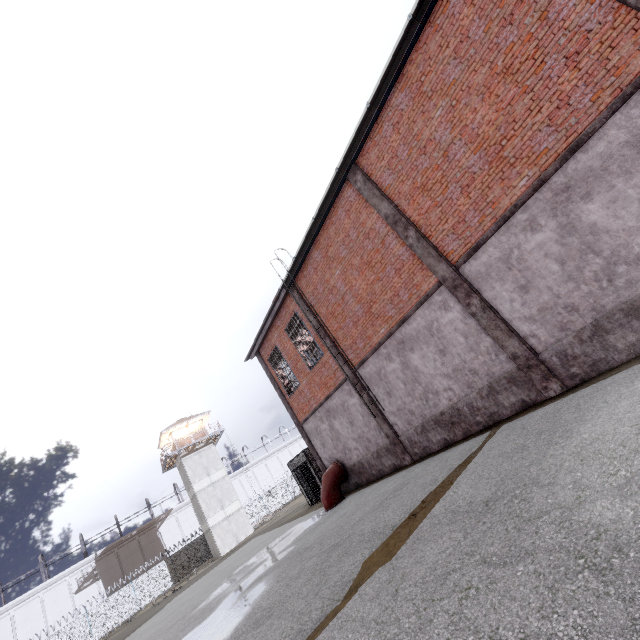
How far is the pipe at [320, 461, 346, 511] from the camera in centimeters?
1411cm

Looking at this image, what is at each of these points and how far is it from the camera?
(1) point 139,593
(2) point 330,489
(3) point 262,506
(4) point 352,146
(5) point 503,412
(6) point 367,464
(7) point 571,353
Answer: (1) fence, 34.0 meters
(2) pipe, 14.3 meters
(3) fence, 43.7 meters
(4) window, 10.2 meters
(5) foundation, 8.9 meters
(6) foundation, 13.9 meters
(7) foundation, 7.4 meters

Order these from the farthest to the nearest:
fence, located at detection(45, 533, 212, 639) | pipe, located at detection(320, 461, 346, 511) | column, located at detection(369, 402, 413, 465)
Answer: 1. fence, located at detection(45, 533, 212, 639)
2. pipe, located at detection(320, 461, 346, 511)
3. column, located at detection(369, 402, 413, 465)

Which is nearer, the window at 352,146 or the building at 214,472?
the window at 352,146

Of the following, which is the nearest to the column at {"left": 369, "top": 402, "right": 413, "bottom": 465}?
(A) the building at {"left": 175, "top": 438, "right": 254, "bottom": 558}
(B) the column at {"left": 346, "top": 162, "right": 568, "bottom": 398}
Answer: (B) the column at {"left": 346, "top": 162, "right": 568, "bottom": 398}

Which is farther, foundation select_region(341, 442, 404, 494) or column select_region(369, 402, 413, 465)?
foundation select_region(341, 442, 404, 494)

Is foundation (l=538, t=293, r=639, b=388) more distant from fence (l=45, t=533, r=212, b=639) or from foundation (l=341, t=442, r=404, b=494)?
fence (l=45, t=533, r=212, b=639)

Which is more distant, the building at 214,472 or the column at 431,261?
the building at 214,472
